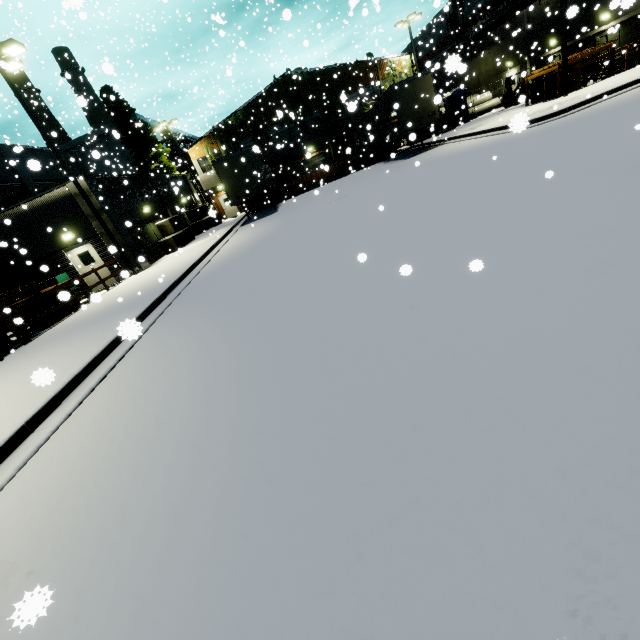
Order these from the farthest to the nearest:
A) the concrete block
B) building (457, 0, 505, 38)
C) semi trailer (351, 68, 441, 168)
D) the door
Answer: building (457, 0, 505, 38)
the concrete block
semi trailer (351, 68, 441, 168)
the door

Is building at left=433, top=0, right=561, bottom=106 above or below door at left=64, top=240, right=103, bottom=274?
above

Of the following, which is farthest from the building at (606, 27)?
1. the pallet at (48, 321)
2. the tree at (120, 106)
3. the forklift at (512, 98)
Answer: the pallet at (48, 321)

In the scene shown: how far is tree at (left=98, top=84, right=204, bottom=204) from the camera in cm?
2920

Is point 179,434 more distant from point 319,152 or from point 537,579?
point 319,152

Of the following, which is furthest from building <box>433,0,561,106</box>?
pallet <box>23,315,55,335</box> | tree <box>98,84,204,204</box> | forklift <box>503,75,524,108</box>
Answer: pallet <box>23,315,55,335</box>

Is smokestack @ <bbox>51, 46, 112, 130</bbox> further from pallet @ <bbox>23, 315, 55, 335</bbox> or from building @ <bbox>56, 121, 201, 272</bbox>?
pallet @ <bbox>23, 315, 55, 335</bbox>

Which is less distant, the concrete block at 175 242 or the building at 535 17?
the concrete block at 175 242
